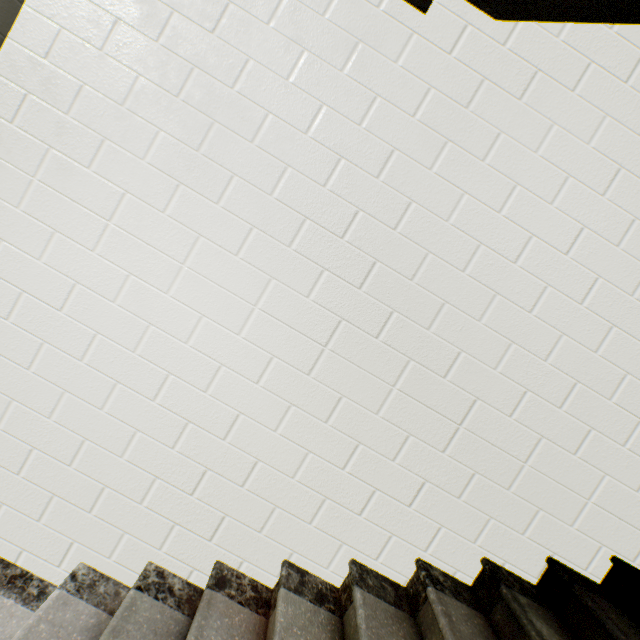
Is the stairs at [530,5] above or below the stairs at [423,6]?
above

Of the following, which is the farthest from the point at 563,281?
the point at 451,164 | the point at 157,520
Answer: the point at 157,520

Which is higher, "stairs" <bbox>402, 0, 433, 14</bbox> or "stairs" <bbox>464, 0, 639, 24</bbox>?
"stairs" <bbox>464, 0, 639, 24</bbox>
